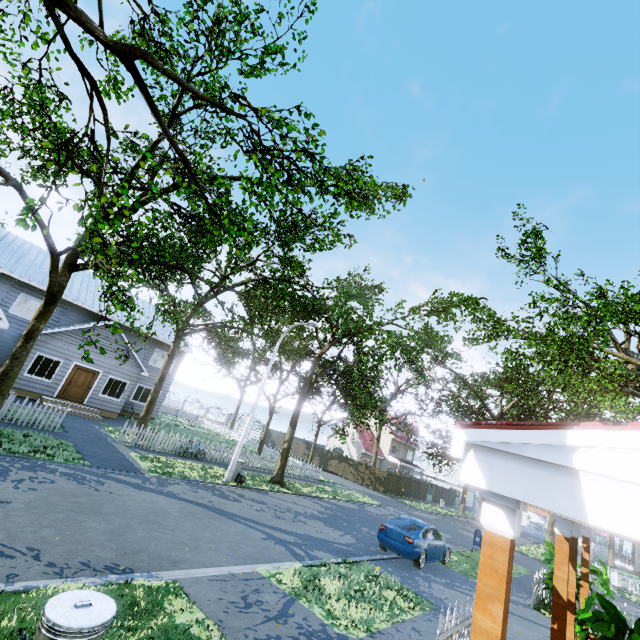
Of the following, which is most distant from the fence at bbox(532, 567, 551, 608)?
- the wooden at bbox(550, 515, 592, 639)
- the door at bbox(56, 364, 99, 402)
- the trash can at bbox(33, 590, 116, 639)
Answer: the door at bbox(56, 364, 99, 402)

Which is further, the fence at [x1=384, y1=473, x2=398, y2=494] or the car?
the fence at [x1=384, y1=473, x2=398, y2=494]

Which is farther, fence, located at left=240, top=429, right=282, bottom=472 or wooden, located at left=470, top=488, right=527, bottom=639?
fence, located at left=240, top=429, right=282, bottom=472

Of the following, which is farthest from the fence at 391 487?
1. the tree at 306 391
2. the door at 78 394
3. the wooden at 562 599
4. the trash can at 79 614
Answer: the door at 78 394

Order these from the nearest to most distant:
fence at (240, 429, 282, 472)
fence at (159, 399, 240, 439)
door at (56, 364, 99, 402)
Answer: door at (56, 364, 99, 402) → fence at (240, 429, 282, 472) → fence at (159, 399, 240, 439)

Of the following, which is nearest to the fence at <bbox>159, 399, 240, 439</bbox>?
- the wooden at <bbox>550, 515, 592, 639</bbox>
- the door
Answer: the wooden at <bbox>550, 515, 592, 639</bbox>

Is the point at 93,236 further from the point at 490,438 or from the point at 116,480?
the point at 490,438

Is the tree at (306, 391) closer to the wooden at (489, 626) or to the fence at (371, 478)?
the fence at (371, 478)
